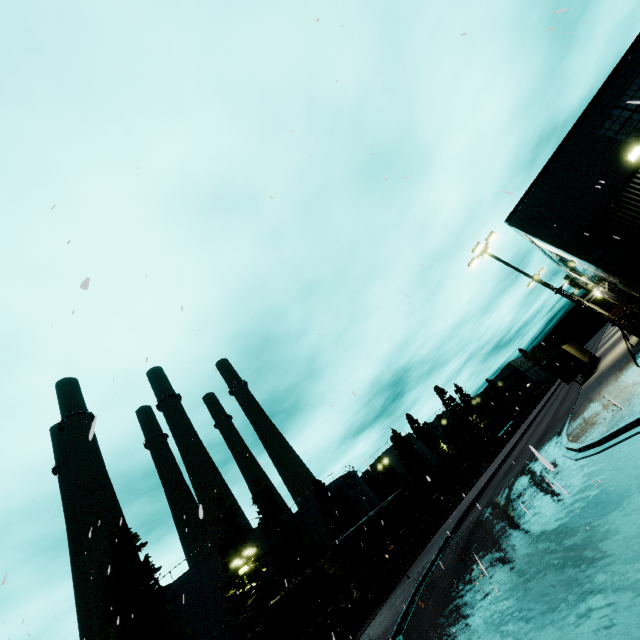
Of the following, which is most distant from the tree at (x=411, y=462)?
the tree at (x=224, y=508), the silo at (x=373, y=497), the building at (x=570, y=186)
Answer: the building at (x=570, y=186)

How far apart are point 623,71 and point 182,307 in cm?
1757

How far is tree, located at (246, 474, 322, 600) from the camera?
30.80m

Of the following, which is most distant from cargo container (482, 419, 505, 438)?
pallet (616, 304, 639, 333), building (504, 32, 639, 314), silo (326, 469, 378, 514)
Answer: pallet (616, 304, 639, 333)

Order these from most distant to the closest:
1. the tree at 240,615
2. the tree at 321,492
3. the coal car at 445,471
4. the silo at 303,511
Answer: the silo at 303,511 < the tree at 321,492 < the coal car at 445,471 < the tree at 240,615

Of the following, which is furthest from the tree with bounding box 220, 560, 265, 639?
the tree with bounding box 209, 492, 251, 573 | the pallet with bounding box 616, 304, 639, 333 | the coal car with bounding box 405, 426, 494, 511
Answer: the pallet with bounding box 616, 304, 639, 333

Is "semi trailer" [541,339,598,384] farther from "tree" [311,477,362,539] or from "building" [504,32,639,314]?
"tree" [311,477,362,539]

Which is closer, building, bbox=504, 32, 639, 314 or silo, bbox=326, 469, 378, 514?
building, bbox=504, 32, 639, 314
